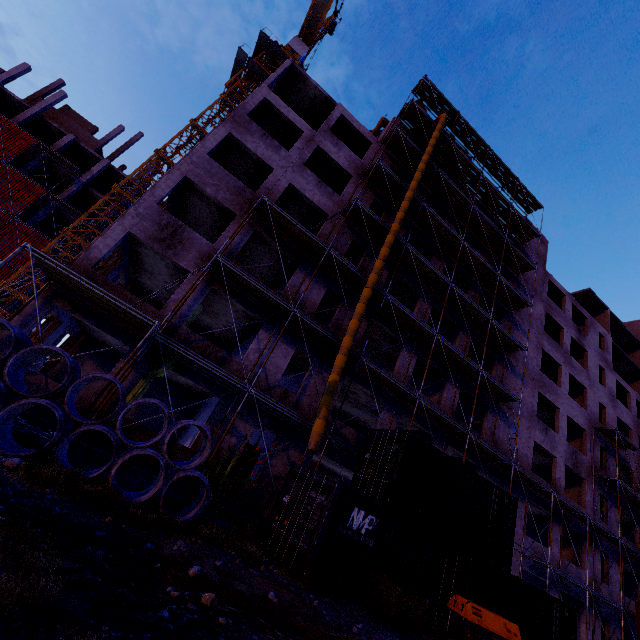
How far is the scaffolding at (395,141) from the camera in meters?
21.9 m

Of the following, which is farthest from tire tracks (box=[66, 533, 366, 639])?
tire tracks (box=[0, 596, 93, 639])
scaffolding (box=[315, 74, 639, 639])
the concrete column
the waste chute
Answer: the concrete column

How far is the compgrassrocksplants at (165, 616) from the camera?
3.6 meters

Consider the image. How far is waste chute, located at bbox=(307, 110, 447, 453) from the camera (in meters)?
11.85

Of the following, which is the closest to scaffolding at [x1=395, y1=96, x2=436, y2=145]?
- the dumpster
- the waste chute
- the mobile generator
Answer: the waste chute

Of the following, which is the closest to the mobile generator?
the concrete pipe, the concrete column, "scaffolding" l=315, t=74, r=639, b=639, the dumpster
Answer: the dumpster

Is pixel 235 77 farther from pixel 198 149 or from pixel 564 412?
pixel 564 412

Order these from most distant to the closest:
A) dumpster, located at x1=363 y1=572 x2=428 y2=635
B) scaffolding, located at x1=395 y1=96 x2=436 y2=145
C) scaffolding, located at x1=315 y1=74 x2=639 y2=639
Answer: scaffolding, located at x1=395 y1=96 x2=436 y2=145
scaffolding, located at x1=315 y1=74 x2=639 y2=639
dumpster, located at x1=363 y1=572 x2=428 y2=635
